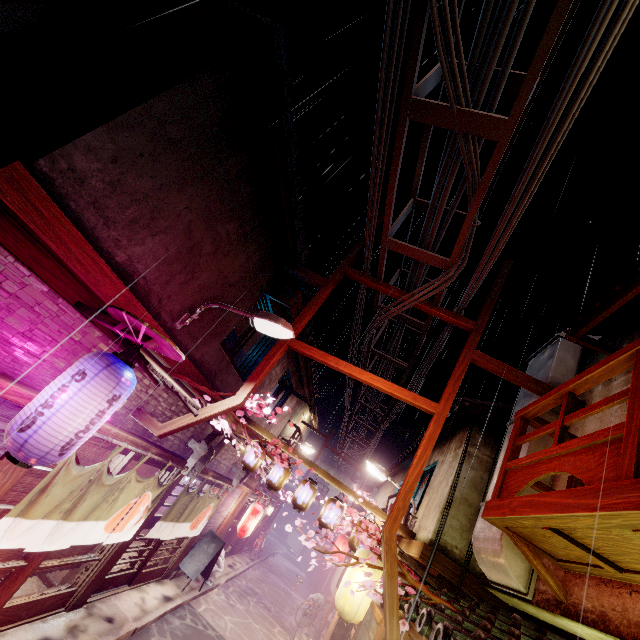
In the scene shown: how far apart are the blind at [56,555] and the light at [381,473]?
10.7m

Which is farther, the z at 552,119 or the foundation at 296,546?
the foundation at 296,546

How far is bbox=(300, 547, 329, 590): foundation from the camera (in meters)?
39.22

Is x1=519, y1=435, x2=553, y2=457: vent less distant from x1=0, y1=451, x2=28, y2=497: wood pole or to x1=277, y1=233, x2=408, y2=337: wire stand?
x1=277, y1=233, x2=408, y2=337: wire stand

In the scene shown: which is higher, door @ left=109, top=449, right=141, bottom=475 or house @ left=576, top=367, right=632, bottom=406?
house @ left=576, top=367, right=632, bottom=406

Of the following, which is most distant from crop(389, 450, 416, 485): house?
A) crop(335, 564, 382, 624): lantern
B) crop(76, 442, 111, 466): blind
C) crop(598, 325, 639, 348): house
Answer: crop(76, 442, 111, 466): blind

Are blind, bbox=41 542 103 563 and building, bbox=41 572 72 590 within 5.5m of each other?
yes

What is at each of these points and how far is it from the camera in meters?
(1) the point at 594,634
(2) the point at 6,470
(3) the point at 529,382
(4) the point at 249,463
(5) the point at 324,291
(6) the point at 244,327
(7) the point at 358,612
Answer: (1) house, 5.9 m
(2) wood pole, 6.5 m
(3) wire stand, 9.7 m
(4) lantern, 14.8 m
(5) wire stand, 11.7 m
(6) blind, 13.6 m
(7) lantern, 10.4 m
